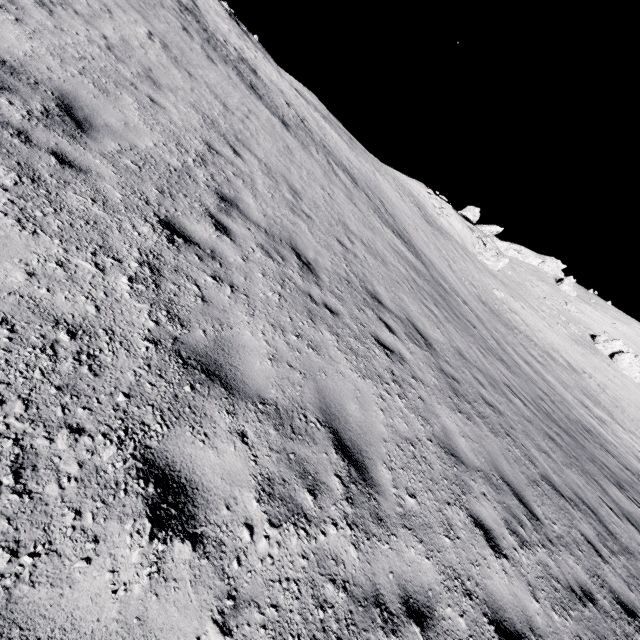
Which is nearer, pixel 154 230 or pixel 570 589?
pixel 154 230

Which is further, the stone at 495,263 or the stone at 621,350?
the stone at 495,263

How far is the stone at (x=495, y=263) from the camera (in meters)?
45.53

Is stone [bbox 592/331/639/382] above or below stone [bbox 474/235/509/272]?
above

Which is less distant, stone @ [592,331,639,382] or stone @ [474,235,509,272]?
stone @ [592,331,639,382]

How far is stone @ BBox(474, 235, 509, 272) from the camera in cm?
4553
